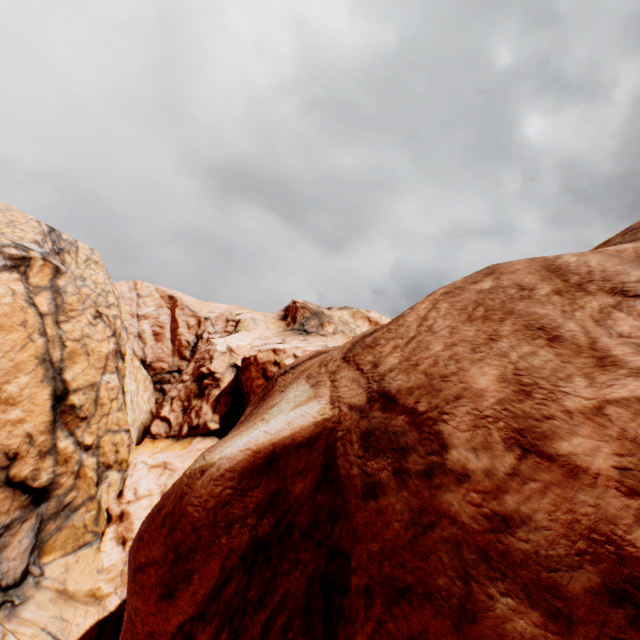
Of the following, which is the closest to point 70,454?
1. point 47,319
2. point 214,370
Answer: point 47,319
